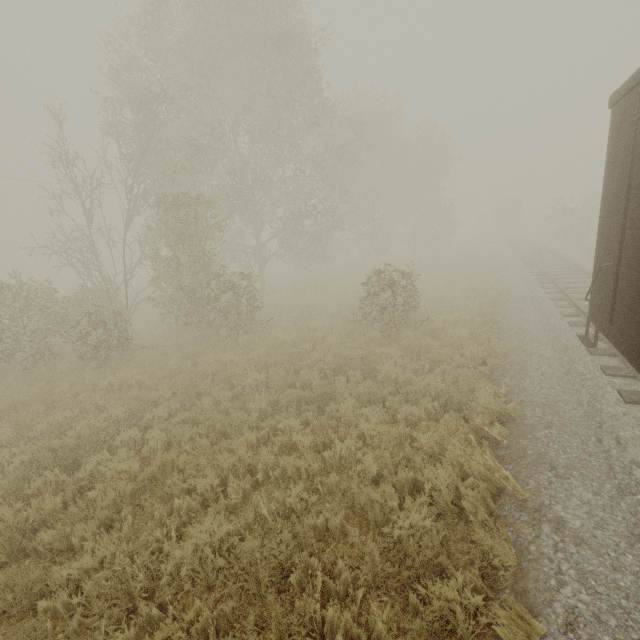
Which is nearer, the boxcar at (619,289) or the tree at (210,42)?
the boxcar at (619,289)

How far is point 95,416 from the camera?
7.3 meters

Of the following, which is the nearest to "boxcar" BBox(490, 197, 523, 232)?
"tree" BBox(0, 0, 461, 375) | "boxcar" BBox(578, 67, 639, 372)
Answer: "tree" BBox(0, 0, 461, 375)

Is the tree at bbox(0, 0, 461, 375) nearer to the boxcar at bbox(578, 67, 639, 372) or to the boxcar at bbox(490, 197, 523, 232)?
the boxcar at bbox(578, 67, 639, 372)

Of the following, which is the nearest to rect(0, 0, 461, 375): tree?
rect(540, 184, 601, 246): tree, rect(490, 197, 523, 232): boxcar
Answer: rect(540, 184, 601, 246): tree

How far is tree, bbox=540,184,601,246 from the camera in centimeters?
2481cm

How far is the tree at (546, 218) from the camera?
24.8 meters

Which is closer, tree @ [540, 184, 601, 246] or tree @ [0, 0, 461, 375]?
tree @ [0, 0, 461, 375]
